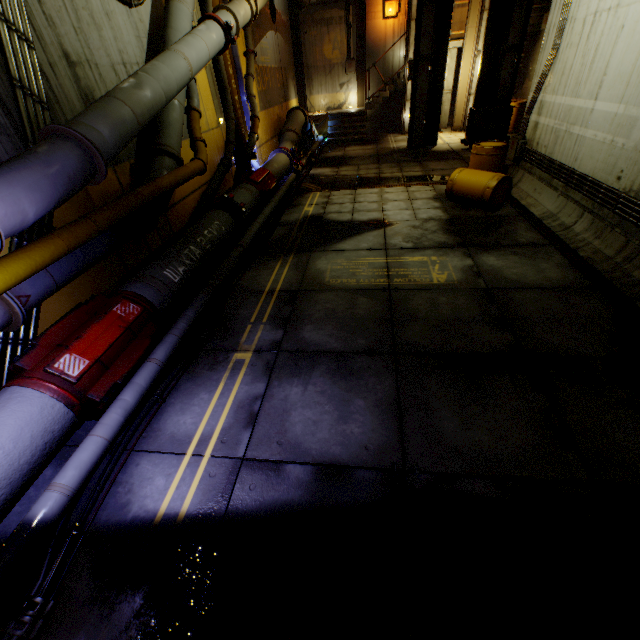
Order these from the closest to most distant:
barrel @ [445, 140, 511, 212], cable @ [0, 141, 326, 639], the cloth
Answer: cable @ [0, 141, 326, 639] < barrel @ [445, 140, 511, 212] < the cloth

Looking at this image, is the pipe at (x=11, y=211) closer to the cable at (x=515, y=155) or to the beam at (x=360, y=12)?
the beam at (x=360, y=12)

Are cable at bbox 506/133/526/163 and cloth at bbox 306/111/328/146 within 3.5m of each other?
no

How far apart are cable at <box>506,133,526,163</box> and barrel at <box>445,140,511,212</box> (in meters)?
0.78

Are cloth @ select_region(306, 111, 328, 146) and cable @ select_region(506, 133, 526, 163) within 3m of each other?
no

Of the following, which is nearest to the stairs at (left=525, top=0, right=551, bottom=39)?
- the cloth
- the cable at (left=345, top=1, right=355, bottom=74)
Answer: the cloth

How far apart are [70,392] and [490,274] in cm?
587

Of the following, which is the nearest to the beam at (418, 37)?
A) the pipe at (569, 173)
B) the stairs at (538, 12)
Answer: the stairs at (538, 12)
